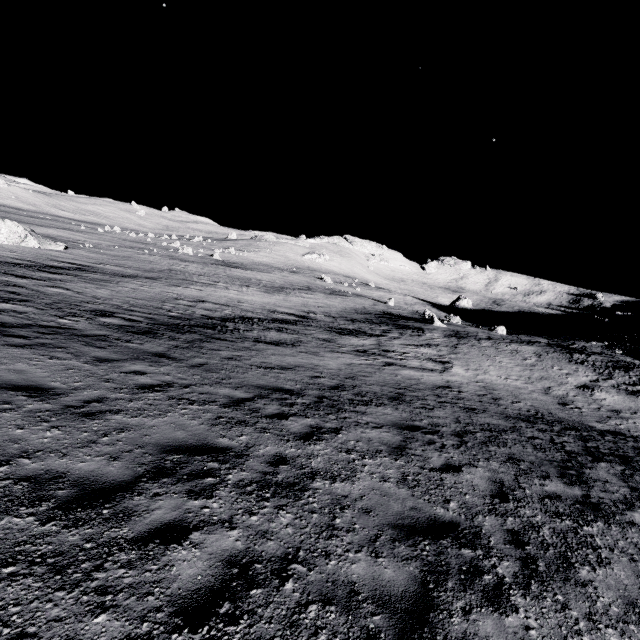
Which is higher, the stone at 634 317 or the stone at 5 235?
the stone at 634 317

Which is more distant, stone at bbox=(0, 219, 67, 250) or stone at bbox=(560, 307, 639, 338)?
stone at bbox=(560, 307, 639, 338)

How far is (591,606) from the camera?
4.2m

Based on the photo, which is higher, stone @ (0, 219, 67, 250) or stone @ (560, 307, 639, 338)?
stone @ (560, 307, 639, 338)

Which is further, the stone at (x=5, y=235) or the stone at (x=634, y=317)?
the stone at (x=634, y=317)
